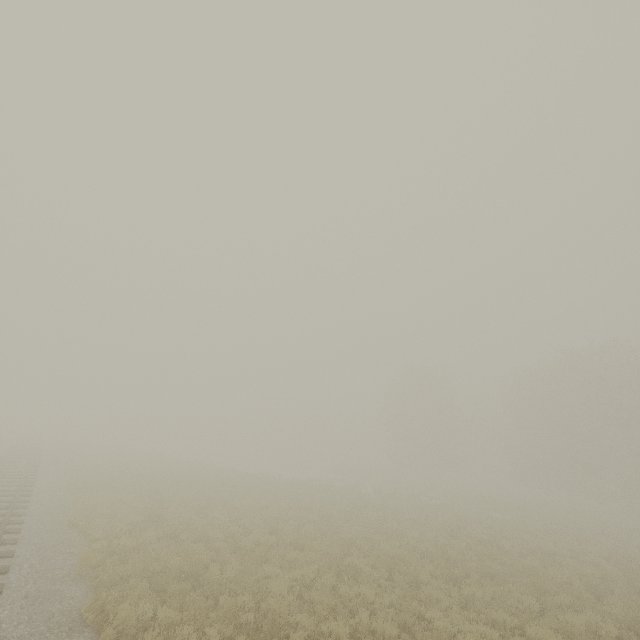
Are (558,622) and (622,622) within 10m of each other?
yes
